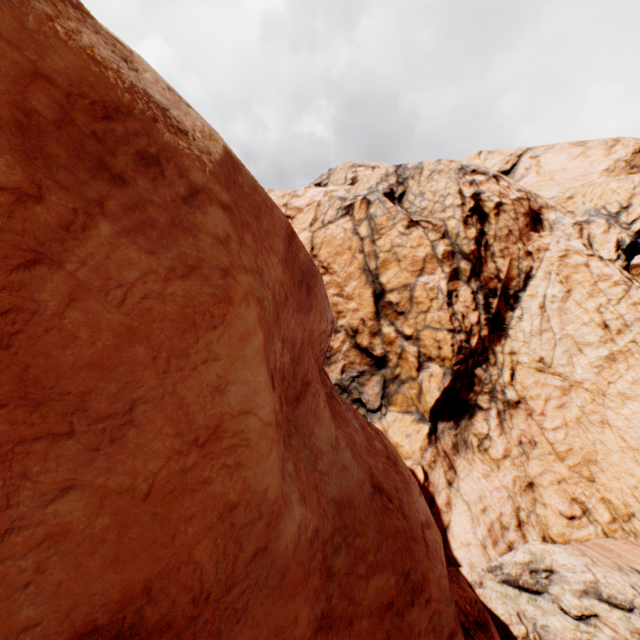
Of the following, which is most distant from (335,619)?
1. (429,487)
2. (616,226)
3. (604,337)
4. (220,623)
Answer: (616,226)
